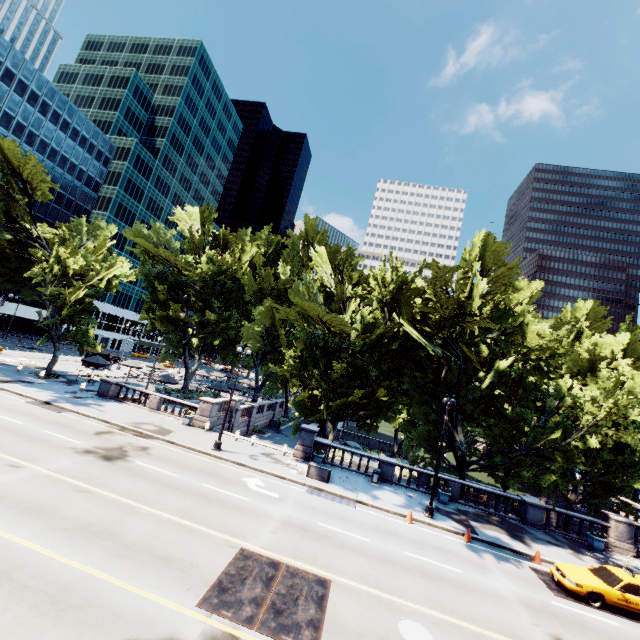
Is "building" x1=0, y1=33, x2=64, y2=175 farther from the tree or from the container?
the container

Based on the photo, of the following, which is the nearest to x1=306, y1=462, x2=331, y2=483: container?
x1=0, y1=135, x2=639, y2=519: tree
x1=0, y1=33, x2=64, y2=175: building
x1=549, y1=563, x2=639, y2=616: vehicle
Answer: x1=0, y1=135, x2=639, y2=519: tree

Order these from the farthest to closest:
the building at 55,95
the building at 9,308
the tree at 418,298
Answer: the building at 9,308 → the building at 55,95 → the tree at 418,298

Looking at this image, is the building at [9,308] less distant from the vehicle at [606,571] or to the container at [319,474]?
the container at [319,474]

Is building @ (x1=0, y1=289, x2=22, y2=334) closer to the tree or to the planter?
A: the tree

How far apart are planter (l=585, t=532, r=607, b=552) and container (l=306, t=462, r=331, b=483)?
17.59m

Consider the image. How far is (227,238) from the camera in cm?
4447

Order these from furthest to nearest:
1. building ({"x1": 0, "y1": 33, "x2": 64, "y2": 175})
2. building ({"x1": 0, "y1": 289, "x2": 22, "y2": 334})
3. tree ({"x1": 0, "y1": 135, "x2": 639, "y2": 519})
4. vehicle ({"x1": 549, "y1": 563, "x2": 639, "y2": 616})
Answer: building ({"x1": 0, "y1": 289, "x2": 22, "y2": 334}) < building ({"x1": 0, "y1": 33, "x2": 64, "y2": 175}) < tree ({"x1": 0, "y1": 135, "x2": 639, "y2": 519}) < vehicle ({"x1": 549, "y1": 563, "x2": 639, "y2": 616})
